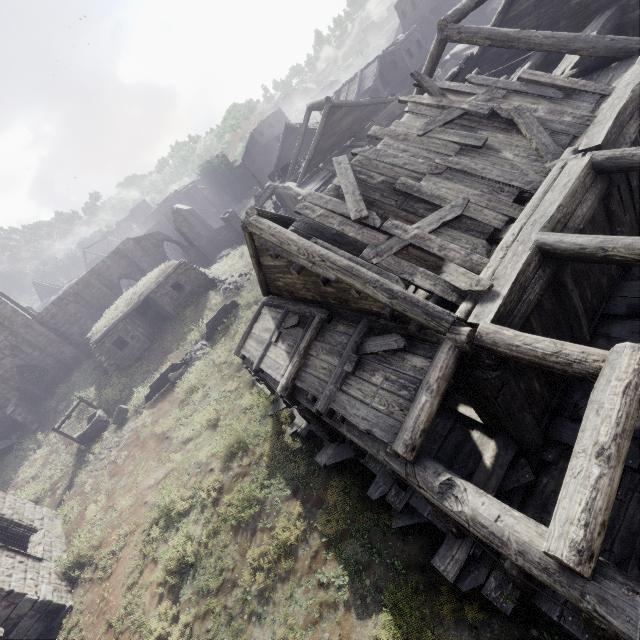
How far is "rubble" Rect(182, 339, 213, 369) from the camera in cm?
1898

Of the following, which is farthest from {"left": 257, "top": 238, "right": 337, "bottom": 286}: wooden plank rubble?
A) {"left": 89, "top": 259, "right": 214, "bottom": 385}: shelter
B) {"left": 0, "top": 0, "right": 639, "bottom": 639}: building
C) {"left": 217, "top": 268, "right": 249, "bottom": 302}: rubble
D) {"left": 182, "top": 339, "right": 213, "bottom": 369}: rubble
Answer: {"left": 89, "top": 259, "right": 214, "bottom": 385}: shelter

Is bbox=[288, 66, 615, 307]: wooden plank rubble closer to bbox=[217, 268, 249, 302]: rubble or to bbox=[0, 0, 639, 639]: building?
bbox=[0, 0, 639, 639]: building

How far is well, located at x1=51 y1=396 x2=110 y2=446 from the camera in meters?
17.7 m

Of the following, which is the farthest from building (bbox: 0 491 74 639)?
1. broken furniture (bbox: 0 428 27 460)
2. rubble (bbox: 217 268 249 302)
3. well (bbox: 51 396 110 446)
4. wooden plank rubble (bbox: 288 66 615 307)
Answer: rubble (bbox: 217 268 249 302)

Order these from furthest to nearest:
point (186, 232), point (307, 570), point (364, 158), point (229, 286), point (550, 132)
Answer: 1. point (186, 232)
2. point (229, 286)
3. point (364, 158)
4. point (307, 570)
5. point (550, 132)

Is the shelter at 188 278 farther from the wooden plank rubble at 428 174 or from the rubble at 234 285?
the wooden plank rubble at 428 174

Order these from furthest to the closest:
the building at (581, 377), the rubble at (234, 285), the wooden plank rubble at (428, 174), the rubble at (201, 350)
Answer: the rubble at (234, 285)
the rubble at (201, 350)
the wooden plank rubble at (428, 174)
the building at (581, 377)
